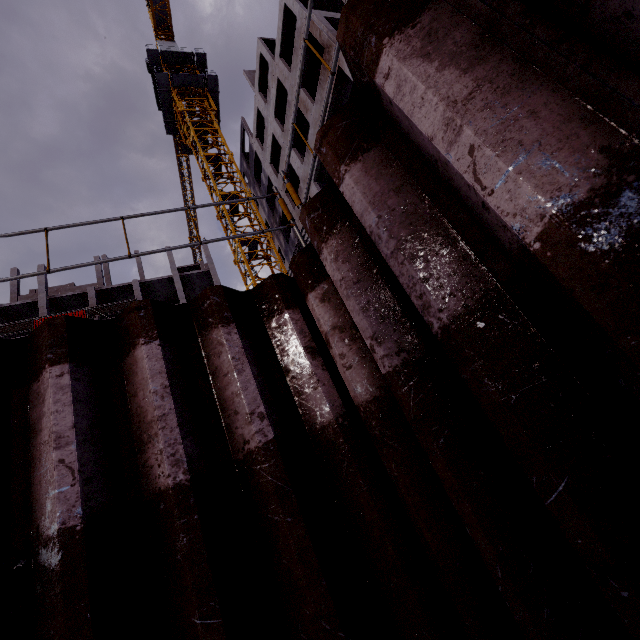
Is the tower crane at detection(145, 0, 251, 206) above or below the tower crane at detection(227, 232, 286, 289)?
above

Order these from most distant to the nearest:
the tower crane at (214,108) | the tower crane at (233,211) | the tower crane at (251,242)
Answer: the tower crane at (214,108) < the tower crane at (233,211) < the tower crane at (251,242)

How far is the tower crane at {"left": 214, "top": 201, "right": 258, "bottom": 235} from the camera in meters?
23.4 m

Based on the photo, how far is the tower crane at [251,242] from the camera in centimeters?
2188cm

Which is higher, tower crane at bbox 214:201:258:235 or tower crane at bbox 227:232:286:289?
tower crane at bbox 214:201:258:235

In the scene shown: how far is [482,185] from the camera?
0.9m

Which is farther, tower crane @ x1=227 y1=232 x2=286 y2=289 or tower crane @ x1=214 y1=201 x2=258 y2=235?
tower crane @ x1=214 y1=201 x2=258 y2=235

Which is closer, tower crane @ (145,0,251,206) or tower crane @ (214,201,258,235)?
tower crane @ (214,201,258,235)
